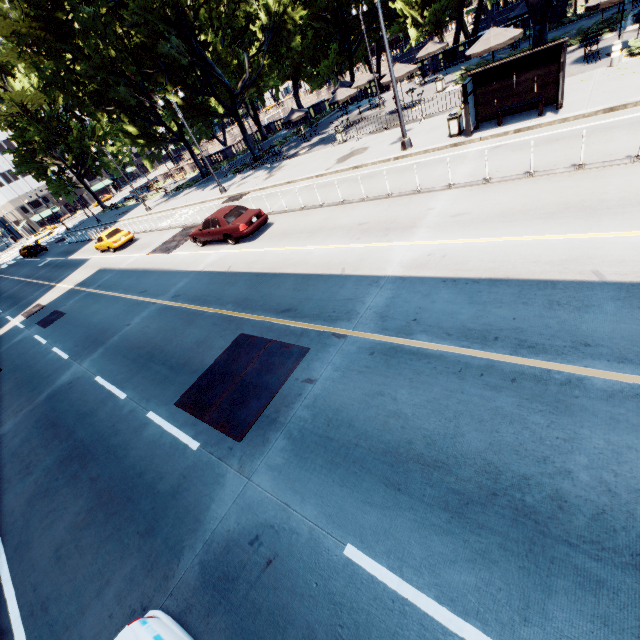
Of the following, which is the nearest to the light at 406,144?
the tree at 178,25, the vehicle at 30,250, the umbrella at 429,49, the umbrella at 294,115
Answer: the tree at 178,25

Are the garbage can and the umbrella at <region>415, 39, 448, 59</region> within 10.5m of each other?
no

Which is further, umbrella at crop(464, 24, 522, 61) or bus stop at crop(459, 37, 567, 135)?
umbrella at crop(464, 24, 522, 61)

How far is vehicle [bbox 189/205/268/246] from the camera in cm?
1485

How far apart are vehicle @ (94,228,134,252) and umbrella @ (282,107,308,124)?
17.0 meters

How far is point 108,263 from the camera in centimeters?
2381cm

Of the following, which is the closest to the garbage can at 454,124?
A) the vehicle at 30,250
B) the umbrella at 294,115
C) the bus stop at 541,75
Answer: the bus stop at 541,75

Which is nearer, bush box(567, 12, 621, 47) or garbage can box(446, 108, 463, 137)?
garbage can box(446, 108, 463, 137)
